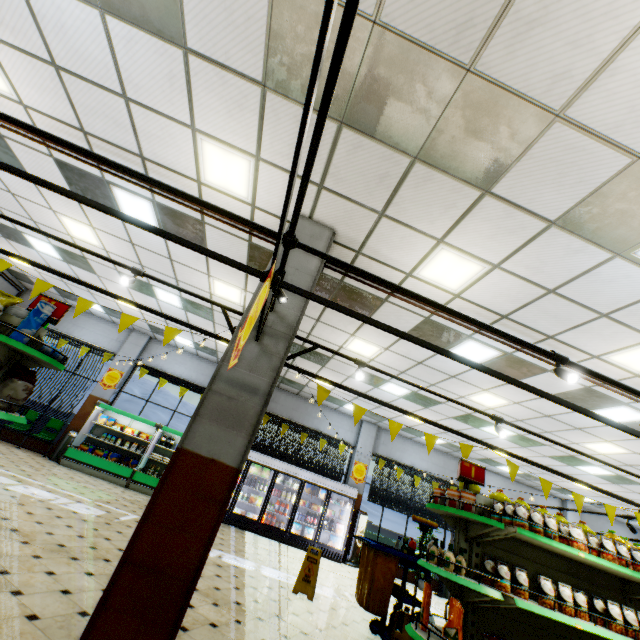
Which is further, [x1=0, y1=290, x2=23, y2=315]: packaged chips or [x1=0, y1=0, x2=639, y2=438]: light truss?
[x1=0, y1=290, x2=23, y2=315]: packaged chips

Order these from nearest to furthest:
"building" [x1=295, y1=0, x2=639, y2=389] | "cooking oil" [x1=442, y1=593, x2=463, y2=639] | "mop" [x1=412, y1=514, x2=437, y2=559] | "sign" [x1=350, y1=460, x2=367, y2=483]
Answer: "building" [x1=295, y1=0, x2=639, y2=389], "cooking oil" [x1=442, y1=593, x2=463, y2=639], "mop" [x1=412, y1=514, x2=437, y2=559], "sign" [x1=350, y1=460, x2=367, y2=483]

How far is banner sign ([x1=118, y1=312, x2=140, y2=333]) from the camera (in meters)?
3.96

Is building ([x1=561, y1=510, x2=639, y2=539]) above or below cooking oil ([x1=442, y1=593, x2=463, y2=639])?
above

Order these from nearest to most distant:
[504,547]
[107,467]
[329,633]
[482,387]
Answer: [504,547] < [329,633] < [482,387] < [107,467]

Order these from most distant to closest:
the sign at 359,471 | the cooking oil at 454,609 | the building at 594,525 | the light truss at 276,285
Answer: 1. the building at 594,525
2. the sign at 359,471
3. the cooking oil at 454,609
4. the light truss at 276,285

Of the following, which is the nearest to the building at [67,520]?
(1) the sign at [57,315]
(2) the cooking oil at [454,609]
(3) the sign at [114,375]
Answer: (3) the sign at [114,375]

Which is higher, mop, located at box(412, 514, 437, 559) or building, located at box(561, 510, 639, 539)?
building, located at box(561, 510, 639, 539)
